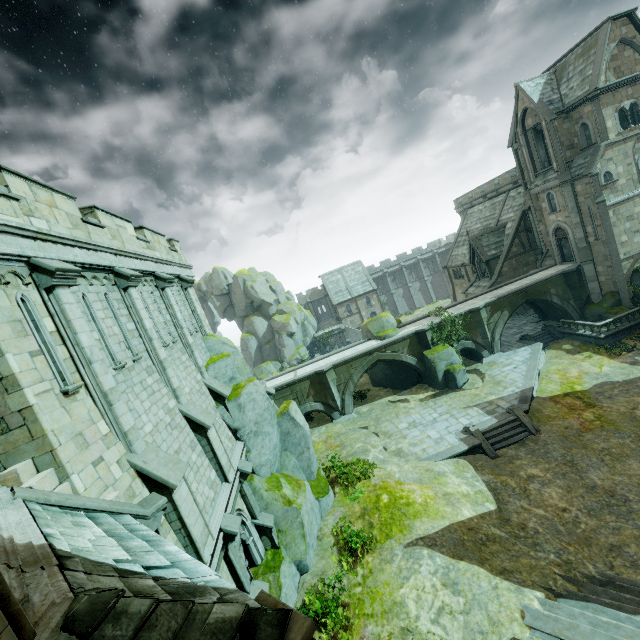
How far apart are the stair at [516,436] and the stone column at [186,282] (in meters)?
16.96

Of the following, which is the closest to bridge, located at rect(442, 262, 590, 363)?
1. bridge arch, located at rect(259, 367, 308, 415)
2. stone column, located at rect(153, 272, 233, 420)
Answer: bridge arch, located at rect(259, 367, 308, 415)

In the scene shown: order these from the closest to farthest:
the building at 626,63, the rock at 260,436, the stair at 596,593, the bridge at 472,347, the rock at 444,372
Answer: the stair at 596,593
the rock at 260,436
the building at 626,63
the rock at 444,372
the bridge at 472,347

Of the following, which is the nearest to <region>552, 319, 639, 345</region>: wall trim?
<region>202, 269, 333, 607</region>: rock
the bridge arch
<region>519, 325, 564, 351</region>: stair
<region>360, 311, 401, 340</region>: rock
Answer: <region>519, 325, 564, 351</region>: stair

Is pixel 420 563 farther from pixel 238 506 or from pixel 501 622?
pixel 238 506

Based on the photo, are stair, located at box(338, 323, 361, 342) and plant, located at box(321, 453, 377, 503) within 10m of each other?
no

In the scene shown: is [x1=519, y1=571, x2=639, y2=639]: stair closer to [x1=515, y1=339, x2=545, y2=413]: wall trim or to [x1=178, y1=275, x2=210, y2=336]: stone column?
[x1=515, y1=339, x2=545, y2=413]: wall trim

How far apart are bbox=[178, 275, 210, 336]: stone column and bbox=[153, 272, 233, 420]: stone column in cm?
195
